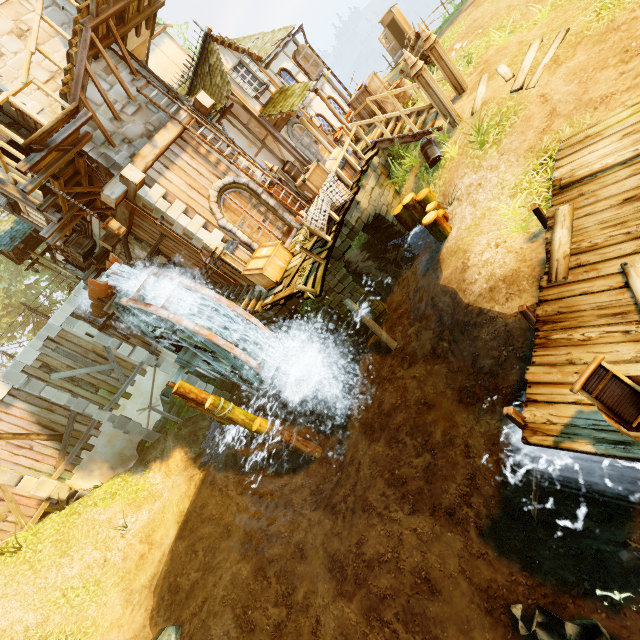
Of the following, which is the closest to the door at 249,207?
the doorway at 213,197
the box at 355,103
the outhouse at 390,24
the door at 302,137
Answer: the doorway at 213,197

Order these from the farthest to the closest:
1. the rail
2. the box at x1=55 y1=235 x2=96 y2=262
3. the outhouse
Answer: the outhouse
the box at x1=55 y1=235 x2=96 y2=262
the rail

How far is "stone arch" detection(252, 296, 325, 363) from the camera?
11.3 meters

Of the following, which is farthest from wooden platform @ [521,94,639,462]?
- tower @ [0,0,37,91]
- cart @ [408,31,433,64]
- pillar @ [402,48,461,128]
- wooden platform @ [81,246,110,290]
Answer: wooden platform @ [81,246,110,290]

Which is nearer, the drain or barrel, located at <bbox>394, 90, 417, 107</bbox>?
the drain

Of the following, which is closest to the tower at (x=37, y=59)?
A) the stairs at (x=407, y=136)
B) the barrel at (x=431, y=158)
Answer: the stairs at (x=407, y=136)

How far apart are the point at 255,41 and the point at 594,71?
14.3m

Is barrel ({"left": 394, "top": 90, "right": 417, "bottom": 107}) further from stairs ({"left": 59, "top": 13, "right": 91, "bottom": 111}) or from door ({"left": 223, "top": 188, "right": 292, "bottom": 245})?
stairs ({"left": 59, "top": 13, "right": 91, "bottom": 111})
